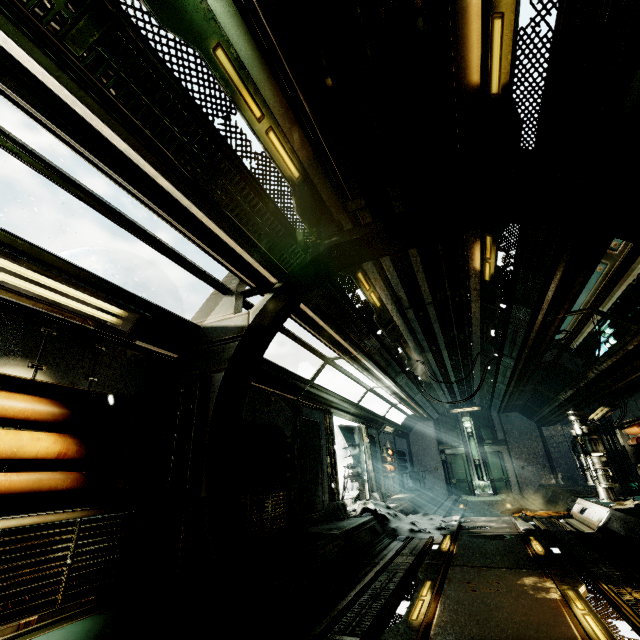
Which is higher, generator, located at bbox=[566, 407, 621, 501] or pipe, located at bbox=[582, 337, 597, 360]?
pipe, located at bbox=[582, 337, 597, 360]

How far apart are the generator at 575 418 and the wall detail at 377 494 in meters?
6.1 m

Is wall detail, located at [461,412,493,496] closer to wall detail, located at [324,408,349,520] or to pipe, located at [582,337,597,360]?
pipe, located at [582,337,597,360]

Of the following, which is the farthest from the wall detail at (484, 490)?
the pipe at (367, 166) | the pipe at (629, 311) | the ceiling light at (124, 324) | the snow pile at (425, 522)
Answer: the ceiling light at (124, 324)

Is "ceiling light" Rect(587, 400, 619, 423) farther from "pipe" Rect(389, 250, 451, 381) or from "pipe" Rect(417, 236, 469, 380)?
"pipe" Rect(389, 250, 451, 381)

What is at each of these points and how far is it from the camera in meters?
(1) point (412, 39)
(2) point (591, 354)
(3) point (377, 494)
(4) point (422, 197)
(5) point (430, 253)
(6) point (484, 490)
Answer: (1) pipe, 2.7 m
(2) pipe, 8.7 m
(3) wall detail, 11.3 m
(4) pipe, 4.3 m
(5) pipe, 5.5 m
(6) wall detail, 16.5 m

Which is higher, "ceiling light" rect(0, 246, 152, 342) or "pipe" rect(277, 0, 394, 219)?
"pipe" rect(277, 0, 394, 219)

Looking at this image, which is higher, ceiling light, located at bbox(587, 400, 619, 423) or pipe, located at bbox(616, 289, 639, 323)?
pipe, located at bbox(616, 289, 639, 323)
